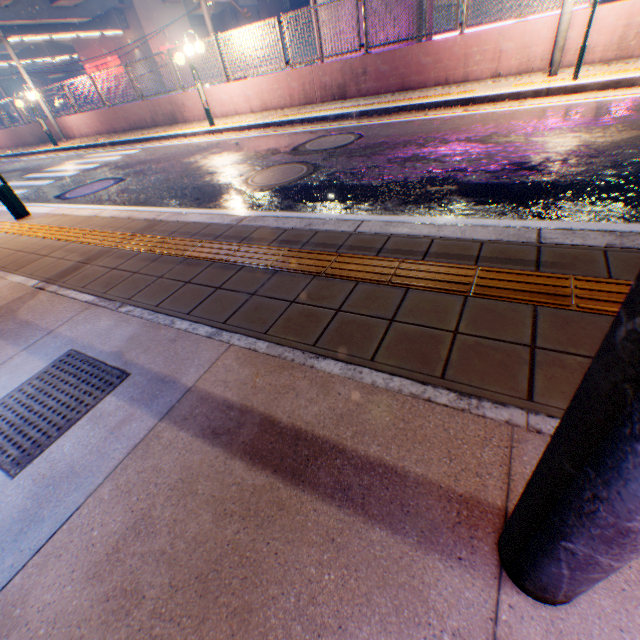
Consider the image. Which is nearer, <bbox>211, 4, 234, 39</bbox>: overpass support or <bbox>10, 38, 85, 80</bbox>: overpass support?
<bbox>10, 38, 85, 80</bbox>: overpass support

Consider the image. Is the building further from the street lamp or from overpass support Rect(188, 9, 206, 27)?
the street lamp

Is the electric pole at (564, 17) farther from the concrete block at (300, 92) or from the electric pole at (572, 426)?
the electric pole at (572, 426)

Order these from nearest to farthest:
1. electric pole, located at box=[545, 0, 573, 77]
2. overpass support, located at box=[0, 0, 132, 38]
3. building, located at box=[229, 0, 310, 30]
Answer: electric pole, located at box=[545, 0, 573, 77] < overpass support, located at box=[0, 0, 132, 38] < building, located at box=[229, 0, 310, 30]

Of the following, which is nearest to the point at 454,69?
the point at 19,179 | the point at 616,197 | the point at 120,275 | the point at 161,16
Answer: the point at 616,197

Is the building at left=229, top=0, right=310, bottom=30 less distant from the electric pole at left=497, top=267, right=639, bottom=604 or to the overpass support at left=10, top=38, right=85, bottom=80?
the overpass support at left=10, top=38, right=85, bottom=80

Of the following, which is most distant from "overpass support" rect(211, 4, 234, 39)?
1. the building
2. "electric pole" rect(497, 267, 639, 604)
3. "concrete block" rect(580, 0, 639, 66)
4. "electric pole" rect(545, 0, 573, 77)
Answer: "electric pole" rect(497, 267, 639, 604)

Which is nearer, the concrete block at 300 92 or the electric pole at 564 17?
the electric pole at 564 17
